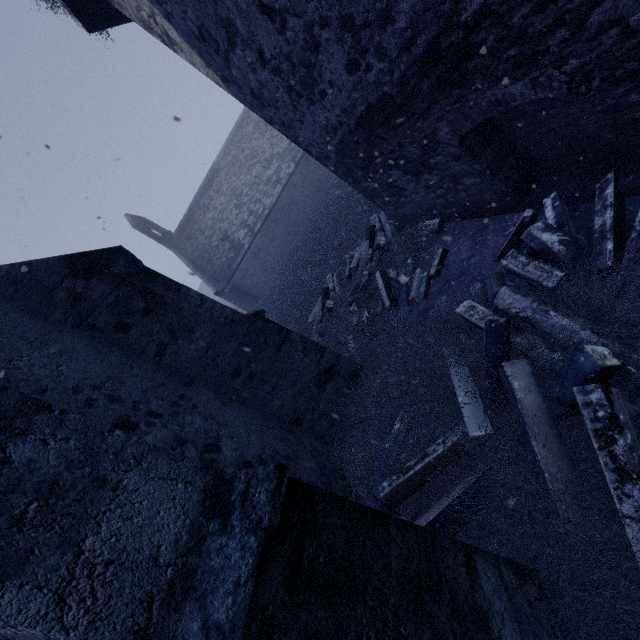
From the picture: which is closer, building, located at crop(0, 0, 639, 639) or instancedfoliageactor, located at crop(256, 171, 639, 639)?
building, located at crop(0, 0, 639, 639)

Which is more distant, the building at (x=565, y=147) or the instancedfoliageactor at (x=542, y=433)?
the instancedfoliageactor at (x=542, y=433)

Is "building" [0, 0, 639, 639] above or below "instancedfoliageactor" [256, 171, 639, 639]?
above

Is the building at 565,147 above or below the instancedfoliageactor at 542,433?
above

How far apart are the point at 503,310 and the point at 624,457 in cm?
Answer: 174
